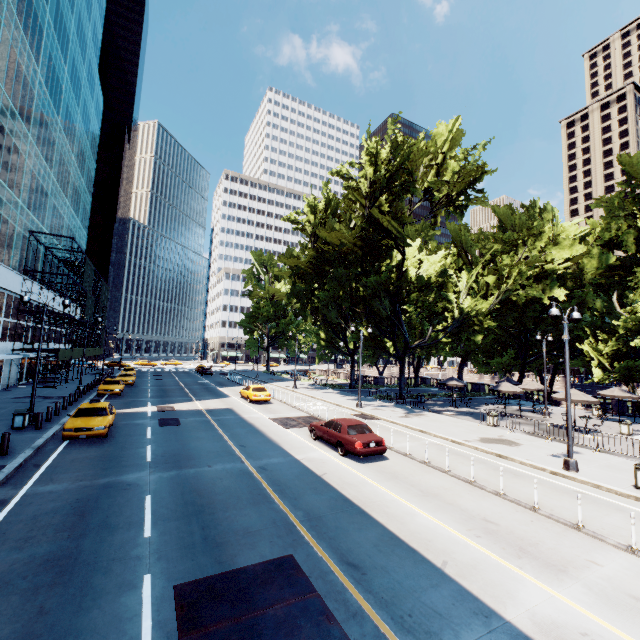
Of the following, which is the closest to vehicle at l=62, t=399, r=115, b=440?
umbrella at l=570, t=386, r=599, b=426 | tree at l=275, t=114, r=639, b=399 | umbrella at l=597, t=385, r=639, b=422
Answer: tree at l=275, t=114, r=639, b=399

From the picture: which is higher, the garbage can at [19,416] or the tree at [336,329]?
the tree at [336,329]

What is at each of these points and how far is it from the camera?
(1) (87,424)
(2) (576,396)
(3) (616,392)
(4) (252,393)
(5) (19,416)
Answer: (1) vehicle, 15.80m
(2) umbrella, 22.92m
(3) umbrella, 27.47m
(4) vehicle, 29.11m
(5) garbage can, 16.81m

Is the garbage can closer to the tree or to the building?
the building

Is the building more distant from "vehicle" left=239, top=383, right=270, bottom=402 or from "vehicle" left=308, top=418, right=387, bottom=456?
"vehicle" left=308, top=418, right=387, bottom=456

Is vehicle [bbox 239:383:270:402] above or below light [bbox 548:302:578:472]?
above

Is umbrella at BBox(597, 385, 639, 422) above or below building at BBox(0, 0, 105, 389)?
below

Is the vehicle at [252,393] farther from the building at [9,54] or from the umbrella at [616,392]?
the umbrella at [616,392]
